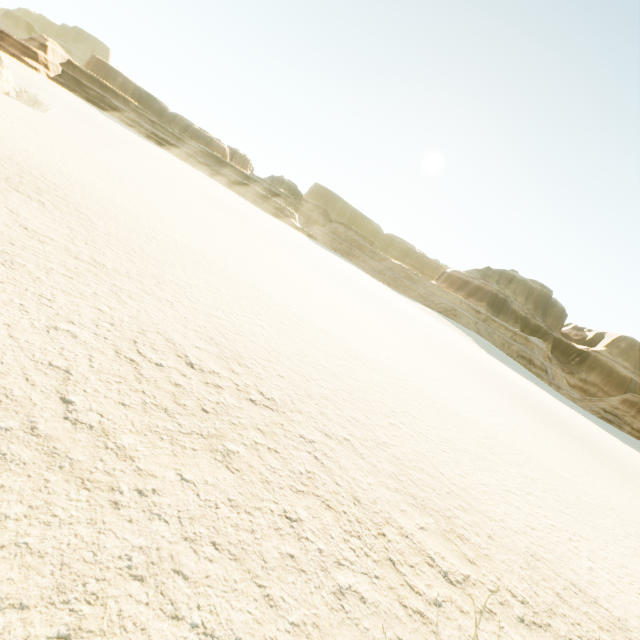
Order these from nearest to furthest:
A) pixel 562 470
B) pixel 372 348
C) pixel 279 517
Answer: pixel 279 517 → pixel 562 470 → pixel 372 348
